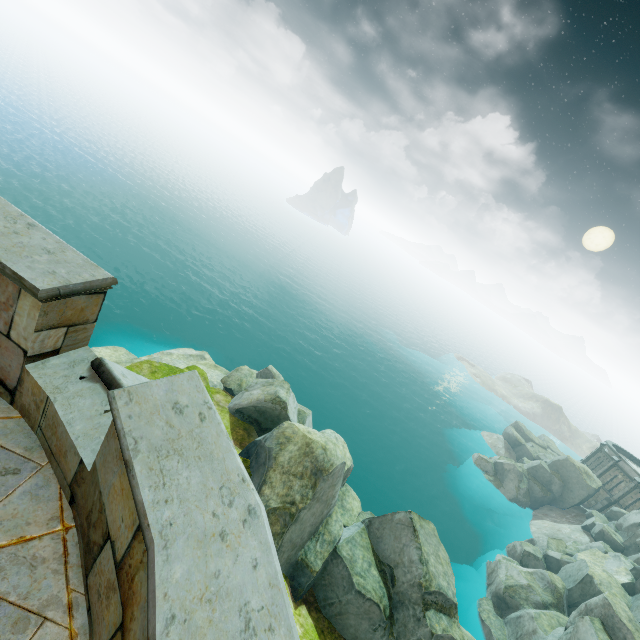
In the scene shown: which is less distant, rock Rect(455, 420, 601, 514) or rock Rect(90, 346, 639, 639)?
rock Rect(90, 346, 639, 639)

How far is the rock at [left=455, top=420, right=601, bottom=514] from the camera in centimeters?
4147cm

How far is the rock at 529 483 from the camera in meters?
41.5 m

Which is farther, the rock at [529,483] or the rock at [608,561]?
the rock at [529,483]

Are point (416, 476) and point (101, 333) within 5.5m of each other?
no
